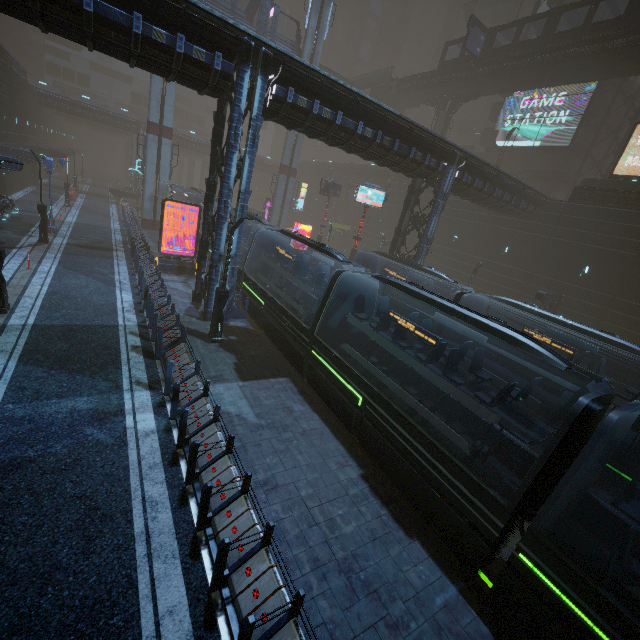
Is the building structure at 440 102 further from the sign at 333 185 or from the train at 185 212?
the train at 185 212

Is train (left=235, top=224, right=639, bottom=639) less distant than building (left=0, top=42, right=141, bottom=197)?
Yes

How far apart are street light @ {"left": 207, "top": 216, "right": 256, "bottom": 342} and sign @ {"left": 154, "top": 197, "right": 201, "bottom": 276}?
9.6m

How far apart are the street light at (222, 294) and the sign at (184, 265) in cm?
956

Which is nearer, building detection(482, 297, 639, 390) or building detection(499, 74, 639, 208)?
building detection(482, 297, 639, 390)

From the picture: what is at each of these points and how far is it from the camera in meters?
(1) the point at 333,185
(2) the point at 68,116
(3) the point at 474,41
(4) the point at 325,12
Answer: (1) sign, 32.2 m
(2) building, 56.9 m
(3) sign, 31.8 m
(4) sm, 33.8 m

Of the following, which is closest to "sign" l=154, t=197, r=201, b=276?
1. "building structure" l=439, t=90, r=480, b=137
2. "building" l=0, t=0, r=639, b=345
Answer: "building" l=0, t=0, r=639, b=345

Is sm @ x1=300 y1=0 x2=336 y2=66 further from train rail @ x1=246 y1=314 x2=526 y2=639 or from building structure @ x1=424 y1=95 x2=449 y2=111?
building structure @ x1=424 y1=95 x2=449 y2=111
